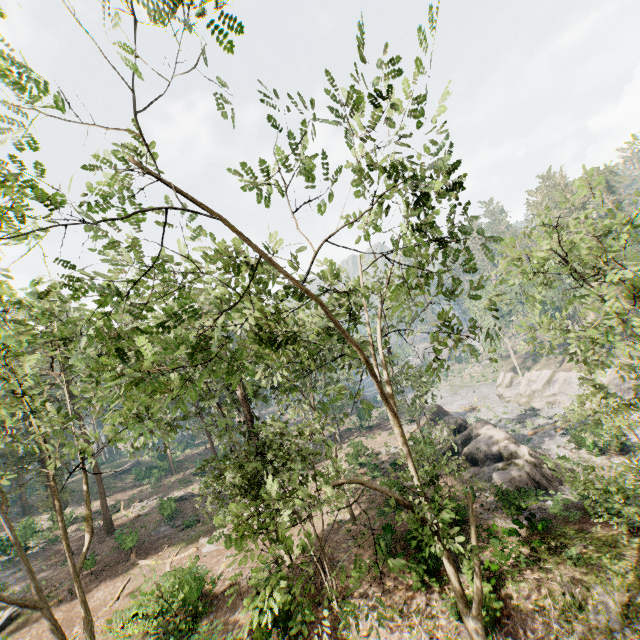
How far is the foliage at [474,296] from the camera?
8.0m

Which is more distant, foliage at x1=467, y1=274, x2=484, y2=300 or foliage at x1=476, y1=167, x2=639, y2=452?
foliage at x1=476, y1=167, x2=639, y2=452

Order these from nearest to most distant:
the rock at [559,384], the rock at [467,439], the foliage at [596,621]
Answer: the foliage at [596,621]
the rock at [467,439]
the rock at [559,384]

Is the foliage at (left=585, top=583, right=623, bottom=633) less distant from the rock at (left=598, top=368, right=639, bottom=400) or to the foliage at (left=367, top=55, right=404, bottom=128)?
the foliage at (left=367, top=55, right=404, bottom=128)

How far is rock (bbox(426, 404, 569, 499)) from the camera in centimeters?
2119cm

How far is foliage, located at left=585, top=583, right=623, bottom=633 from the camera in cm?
1162

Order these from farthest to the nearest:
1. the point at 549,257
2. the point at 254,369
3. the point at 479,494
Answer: the point at 254,369
the point at 479,494
the point at 549,257

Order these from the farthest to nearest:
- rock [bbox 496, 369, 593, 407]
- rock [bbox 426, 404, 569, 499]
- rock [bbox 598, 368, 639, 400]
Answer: rock [bbox 496, 369, 593, 407] → rock [bbox 598, 368, 639, 400] → rock [bbox 426, 404, 569, 499]
